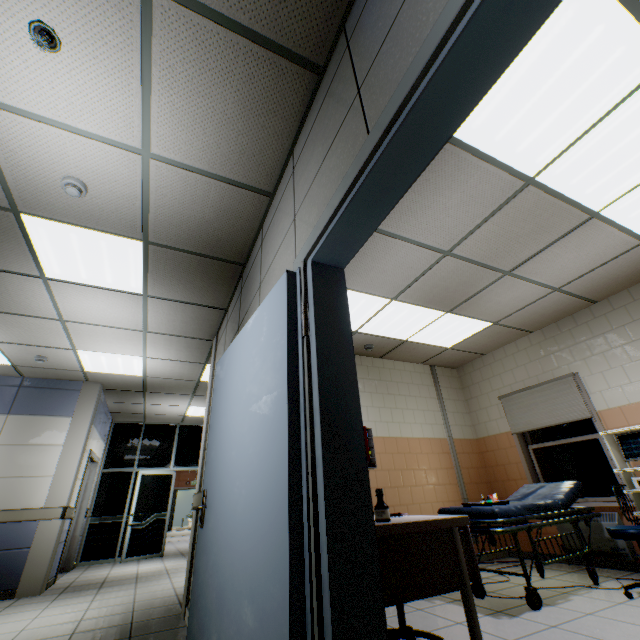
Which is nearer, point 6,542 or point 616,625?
point 616,625

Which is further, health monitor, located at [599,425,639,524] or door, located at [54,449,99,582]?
door, located at [54,449,99,582]

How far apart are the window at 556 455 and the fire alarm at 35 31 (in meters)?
6.87

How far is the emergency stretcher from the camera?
3.0m

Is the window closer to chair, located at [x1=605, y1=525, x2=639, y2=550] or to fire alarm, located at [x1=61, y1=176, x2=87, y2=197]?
chair, located at [x1=605, y1=525, x2=639, y2=550]

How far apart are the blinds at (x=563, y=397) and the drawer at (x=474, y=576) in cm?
399

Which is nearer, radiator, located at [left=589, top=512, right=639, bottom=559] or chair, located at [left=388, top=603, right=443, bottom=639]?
chair, located at [left=388, top=603, right=443, bottom=639]

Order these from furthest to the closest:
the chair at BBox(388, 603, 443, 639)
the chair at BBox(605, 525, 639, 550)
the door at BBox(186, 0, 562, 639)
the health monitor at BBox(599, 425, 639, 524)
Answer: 1. the health monitor at BBox(599, 425, 639, 524)
2. the chair at BBox(605, 525, 639, 550)
3. the chair at BBox(388, 603, 443, 639)
4. the door at BBox(186, 0, 562, 639)
